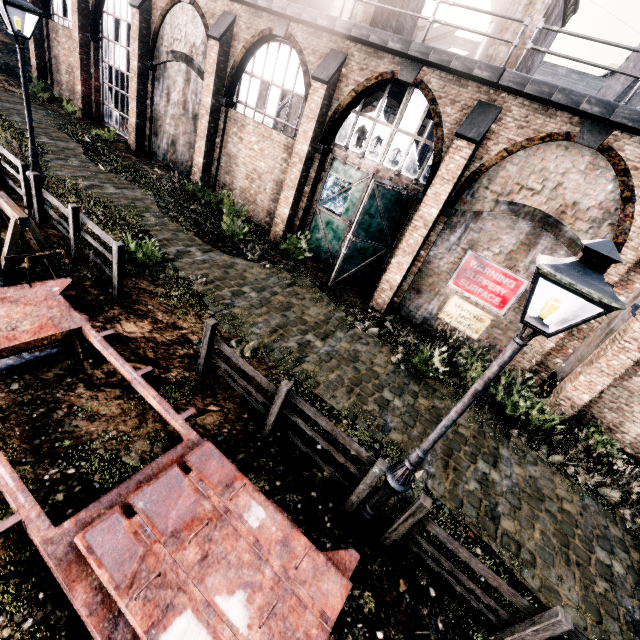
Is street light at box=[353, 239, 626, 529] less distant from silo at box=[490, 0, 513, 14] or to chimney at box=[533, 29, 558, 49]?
chimney at box=[533, 29, 558, 49]

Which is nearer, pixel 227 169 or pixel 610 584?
pixel 610 584

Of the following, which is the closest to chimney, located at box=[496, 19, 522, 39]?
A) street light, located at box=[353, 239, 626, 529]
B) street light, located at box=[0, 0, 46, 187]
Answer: street light, located at box=[353, 239, 626, 529]

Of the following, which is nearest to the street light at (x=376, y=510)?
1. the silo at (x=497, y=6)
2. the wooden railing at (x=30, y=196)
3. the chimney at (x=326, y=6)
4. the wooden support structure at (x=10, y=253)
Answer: the wooden railing at (x=30, y=196)

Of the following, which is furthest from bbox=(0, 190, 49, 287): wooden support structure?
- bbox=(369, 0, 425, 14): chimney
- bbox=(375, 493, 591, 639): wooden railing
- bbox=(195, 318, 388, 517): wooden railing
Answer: bbox=(369, 0, 425, 14): chimney

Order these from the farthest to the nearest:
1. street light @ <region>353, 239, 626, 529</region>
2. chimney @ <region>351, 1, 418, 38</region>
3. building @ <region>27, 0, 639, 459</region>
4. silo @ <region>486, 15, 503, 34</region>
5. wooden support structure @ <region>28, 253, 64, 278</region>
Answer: silo @ <region>486, 15, 503, 34</region> < chimney @ <region>351, 1, 418, 38</region> < building @ <region>27, 0, 639, 459</region> < wooden support structure @ <region>28, 253, 64, 278</region> < street light @ <region>353, 239, 626, 529</region>

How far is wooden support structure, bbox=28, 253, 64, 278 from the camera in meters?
7.6

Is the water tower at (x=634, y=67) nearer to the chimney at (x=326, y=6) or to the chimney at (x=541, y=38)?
the chimney at (x=541, y=38)
